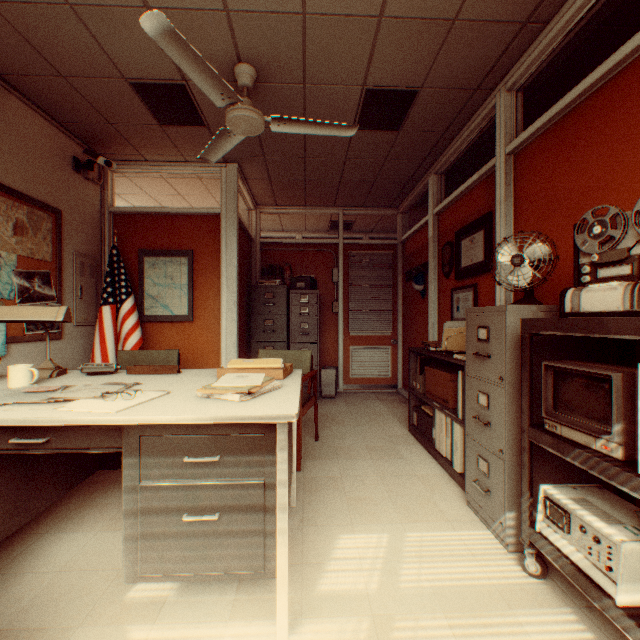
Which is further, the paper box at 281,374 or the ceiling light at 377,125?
the ceiling light at 377,125

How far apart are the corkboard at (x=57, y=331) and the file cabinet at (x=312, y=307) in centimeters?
258cm

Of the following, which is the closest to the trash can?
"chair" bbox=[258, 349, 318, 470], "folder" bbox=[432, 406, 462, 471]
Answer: "chair" bbox=[258, 349, 318, 470]

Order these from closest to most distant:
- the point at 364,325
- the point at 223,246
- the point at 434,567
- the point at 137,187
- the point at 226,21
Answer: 1. the point at 434,567
2. the point at 226,21
3. the point at 223,246
4. the point at 137,187
5. the point at 364,325

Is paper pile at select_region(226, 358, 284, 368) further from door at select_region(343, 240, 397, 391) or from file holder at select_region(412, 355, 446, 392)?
door at select_region(343, 240, 397, 391)

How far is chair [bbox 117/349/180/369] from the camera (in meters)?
3.50

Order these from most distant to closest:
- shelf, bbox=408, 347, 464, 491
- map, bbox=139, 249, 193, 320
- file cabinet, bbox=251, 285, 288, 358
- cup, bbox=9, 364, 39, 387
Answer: file cabinet, bbox=251, 285, 288, 358, map, bbox=139, 249, 193, 320, shelf, bbox=408, 347, 464, 491, cup, bbox=9, 364, 39, 387

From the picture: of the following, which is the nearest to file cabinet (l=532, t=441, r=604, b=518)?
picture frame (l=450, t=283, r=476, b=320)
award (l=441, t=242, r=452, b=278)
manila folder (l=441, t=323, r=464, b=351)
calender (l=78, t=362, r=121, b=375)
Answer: manila folder (l=441, t=323, r=464, b=351)
